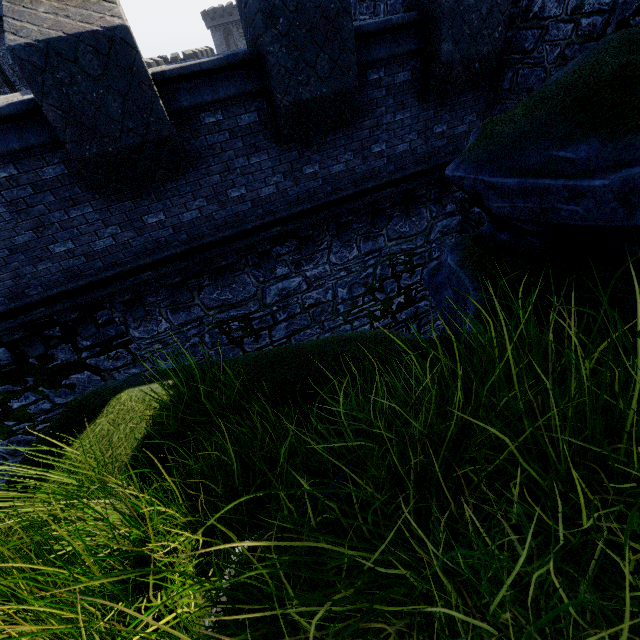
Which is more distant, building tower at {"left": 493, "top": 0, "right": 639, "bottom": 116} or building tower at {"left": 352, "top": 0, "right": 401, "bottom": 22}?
building tower at {"left": 352, "top": 0, "right": 401, "bottom": 22}

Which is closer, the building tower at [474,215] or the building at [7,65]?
the building tower at [474,215]

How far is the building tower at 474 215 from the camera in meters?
8.5 m

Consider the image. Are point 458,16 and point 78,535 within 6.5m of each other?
no

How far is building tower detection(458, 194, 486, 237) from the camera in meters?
8.5

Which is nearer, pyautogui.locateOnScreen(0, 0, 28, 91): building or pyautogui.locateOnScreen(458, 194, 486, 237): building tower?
pyautogui.locateOnScreen(458, 194, 486, 237): building tower

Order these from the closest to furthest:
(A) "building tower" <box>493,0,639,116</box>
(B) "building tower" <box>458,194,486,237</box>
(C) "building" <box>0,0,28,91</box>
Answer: (A) "building tower" <box>493,0,639,116</box> → (B) "building tower" <box>458,194,486,237</box> → (C) "building" <box>0,0,28,91</box>

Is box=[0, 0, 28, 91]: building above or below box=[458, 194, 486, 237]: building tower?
above
